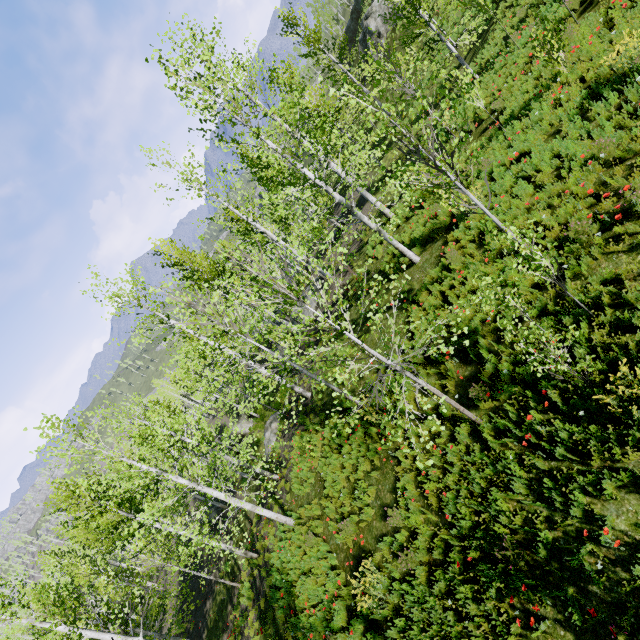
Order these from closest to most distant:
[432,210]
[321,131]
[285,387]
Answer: [321,131], [432,210], [285,387]

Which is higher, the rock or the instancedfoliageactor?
the instancedfoliageactor

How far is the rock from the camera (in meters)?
21.58

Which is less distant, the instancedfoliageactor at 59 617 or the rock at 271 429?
the instancedfoliageactor at 59 617

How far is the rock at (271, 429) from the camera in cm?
2158

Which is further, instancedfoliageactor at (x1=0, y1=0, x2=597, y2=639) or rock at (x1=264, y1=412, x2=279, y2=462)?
rock at (x1=264, y1=412, x2=279, y2=462)
